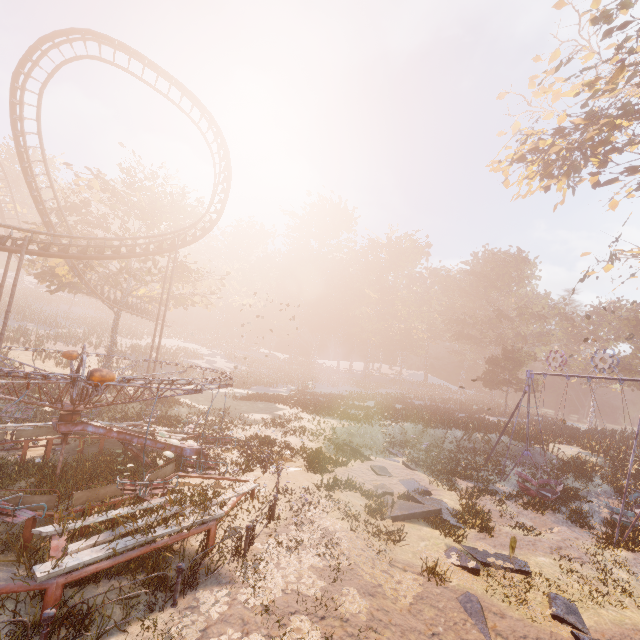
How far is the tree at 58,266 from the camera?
26.00m

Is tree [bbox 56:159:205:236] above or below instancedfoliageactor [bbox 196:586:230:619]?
above

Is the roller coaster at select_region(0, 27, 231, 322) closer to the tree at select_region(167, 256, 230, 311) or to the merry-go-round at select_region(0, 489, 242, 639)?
the tree at select_region(167, 256, 230, 311)

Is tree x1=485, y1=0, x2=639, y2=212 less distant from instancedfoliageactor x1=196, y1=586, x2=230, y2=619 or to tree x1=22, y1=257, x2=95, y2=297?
instancedfoliageactor x1=196, y1=586, x2=230, y2=619

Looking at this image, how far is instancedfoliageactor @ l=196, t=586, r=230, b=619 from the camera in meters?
6.0 m

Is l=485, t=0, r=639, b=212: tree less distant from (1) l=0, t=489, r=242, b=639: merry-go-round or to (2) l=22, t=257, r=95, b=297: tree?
(1) l=0, t=489, r=242, b=639: merry-go-round

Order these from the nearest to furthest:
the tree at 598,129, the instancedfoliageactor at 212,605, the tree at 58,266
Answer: the instancedfoliageactor at 212,605 < the tree at 598,129 < the tree at 58,266

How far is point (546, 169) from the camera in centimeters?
2170cm
